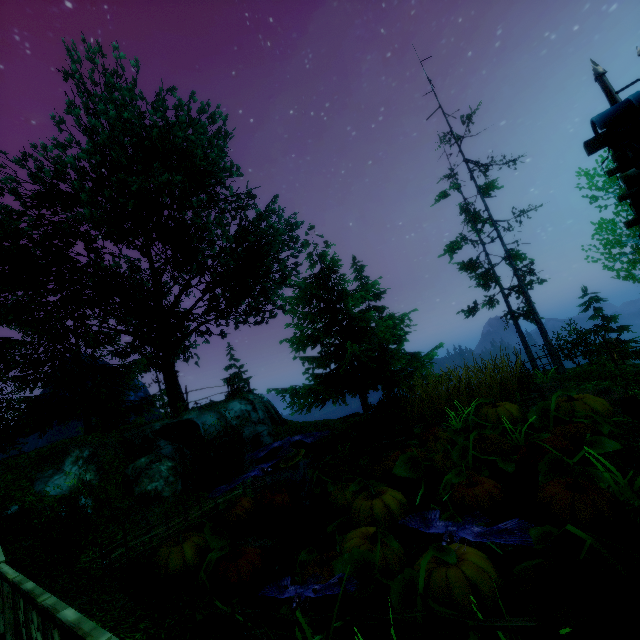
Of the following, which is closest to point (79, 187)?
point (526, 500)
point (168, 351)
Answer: point (168, 351)

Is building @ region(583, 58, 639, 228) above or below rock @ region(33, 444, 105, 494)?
above

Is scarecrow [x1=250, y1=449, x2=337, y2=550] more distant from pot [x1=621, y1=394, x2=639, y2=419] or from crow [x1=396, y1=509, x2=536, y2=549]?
pot [x1=621, y1=394, x2=639, y2=419]

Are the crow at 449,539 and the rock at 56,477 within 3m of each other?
no

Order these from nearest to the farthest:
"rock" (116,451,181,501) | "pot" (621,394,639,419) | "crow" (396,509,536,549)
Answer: "crow" (396,509,536,549), "pot" (621,394,639,419), "rock" (116,451,181,501)

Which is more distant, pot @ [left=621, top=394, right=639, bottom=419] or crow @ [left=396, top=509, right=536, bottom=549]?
pot @ [left=621, top=394, right=639, bottom=419]

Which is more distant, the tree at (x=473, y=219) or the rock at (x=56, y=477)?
the tree at (x=473, y=219)

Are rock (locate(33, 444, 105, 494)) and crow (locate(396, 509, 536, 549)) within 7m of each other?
no
